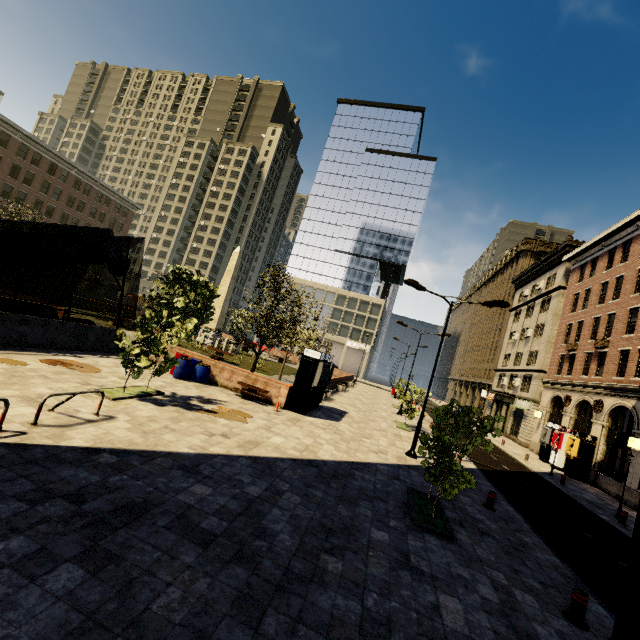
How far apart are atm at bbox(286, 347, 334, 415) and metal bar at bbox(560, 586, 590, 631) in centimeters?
1146cm

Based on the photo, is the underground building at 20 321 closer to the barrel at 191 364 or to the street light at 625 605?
the barrel at 191 364

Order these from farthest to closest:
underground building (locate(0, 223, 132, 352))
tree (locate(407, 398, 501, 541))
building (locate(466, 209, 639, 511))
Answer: building (locate(466, 209, 639, 511)) → underground building (locate(0, 223, 132, 352)) → tree (locate(407, 398, 501, 541))

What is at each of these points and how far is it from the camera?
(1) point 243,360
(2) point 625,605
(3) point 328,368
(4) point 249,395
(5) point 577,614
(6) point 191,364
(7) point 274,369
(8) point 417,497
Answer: (1) plant, 32.5m
(2) street light, 2.3m
(3) atm, 18.6m
(4) bench, 16.0m
(5) metal bar, 6.0m
(6) barrel, 16.4m
(7) plant, 32.5m
(8) tree, 9.7m

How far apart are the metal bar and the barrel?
14.94m

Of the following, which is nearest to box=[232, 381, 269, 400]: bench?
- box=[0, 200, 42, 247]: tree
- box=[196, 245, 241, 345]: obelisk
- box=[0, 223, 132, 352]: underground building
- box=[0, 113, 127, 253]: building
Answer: box=[0, 200, 42, 247]: tree

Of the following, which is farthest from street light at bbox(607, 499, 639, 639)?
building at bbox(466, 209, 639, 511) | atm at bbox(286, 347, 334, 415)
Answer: atm at bbox(286, 347, 334, 415)

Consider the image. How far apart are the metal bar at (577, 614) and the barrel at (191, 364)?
14.9m
